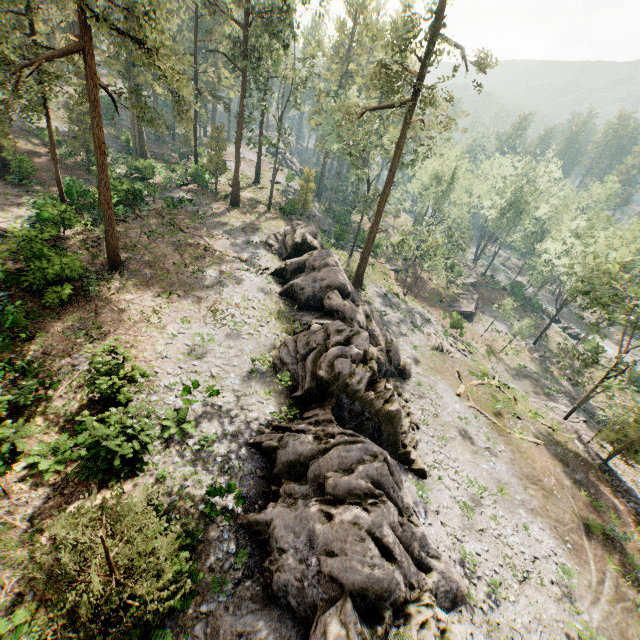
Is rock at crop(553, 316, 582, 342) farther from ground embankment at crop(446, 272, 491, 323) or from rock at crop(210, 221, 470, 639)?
rock at crop(210, 221, 470, 639)

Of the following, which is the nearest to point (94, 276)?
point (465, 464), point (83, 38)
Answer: point (83, 38)

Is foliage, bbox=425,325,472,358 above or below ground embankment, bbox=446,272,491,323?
above

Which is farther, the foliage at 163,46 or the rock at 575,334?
the rock at 575,334

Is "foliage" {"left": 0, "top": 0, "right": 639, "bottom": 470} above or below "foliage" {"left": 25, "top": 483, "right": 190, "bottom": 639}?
above

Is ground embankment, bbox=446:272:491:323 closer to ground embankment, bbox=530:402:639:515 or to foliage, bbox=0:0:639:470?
foliage, bbox=0:0:639:470
